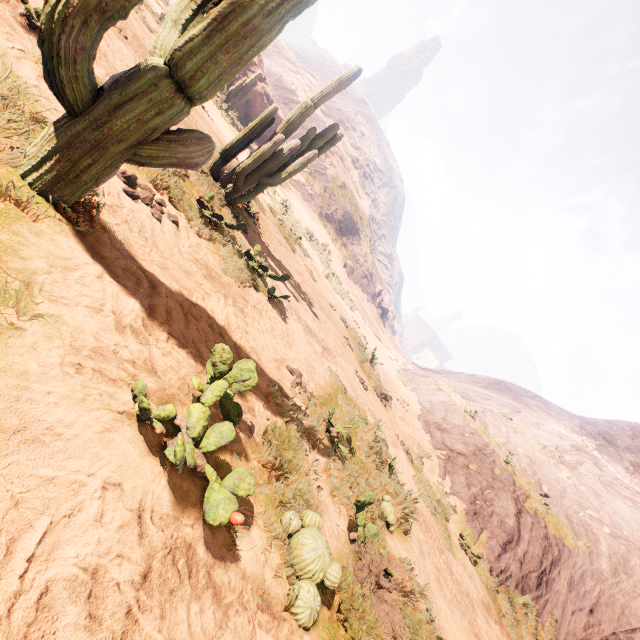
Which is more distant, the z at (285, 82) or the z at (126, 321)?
the z at (285, 82)

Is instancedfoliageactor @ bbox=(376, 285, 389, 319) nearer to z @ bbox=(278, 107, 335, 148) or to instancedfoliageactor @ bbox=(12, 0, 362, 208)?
z @ bbox=(278, 107, 335, 148)

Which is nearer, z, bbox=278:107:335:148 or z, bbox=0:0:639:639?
z, bbox=0:0:639:639

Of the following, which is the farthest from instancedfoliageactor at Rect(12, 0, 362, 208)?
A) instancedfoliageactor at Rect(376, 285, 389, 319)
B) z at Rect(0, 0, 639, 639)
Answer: instancedfoliageactor at Rect(376, 285, 389, 319)

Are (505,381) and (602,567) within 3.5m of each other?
no

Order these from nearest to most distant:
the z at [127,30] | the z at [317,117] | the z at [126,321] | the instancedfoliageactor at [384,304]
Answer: the z at [126,321] < the z at [127,30] < the z at [317,117] < the instancedfoliageactor at [384,304]

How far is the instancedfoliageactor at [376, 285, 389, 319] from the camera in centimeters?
4872cm
